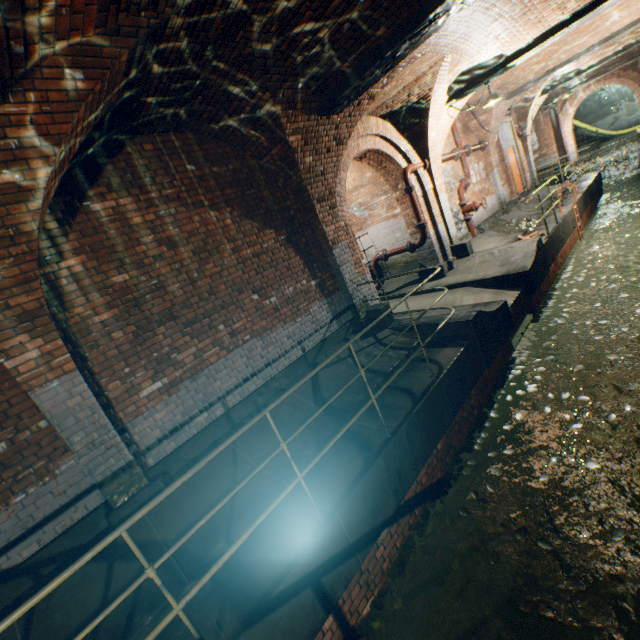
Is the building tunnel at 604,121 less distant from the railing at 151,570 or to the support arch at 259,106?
the support arch at 259,106

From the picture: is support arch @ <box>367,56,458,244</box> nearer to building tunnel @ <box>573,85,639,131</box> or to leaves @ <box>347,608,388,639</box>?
leaves @ <box>347,608,388,639</box>

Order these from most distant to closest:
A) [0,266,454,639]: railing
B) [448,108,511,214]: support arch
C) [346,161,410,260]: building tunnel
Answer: [448,108,511,214]: support arch, [346,161,410,260]: building tunnel, [0,266,454,639]: railing

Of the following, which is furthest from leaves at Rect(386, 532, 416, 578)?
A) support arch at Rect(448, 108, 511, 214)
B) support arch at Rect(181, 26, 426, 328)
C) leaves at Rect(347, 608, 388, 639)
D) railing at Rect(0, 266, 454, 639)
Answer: support arch at Rect(448, 108, 511, 214)

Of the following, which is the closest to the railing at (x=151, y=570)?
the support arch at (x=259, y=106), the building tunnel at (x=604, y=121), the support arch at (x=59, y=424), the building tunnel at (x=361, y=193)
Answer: the support arch at (x=259, y=106)

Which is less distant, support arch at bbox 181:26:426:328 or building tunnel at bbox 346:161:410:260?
support arch at bbox 181:26:426:328

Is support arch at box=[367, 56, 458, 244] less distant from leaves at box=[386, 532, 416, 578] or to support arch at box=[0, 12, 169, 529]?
support arch at box=[0, 12, 169, 529]

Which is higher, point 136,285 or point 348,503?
point 136,285
